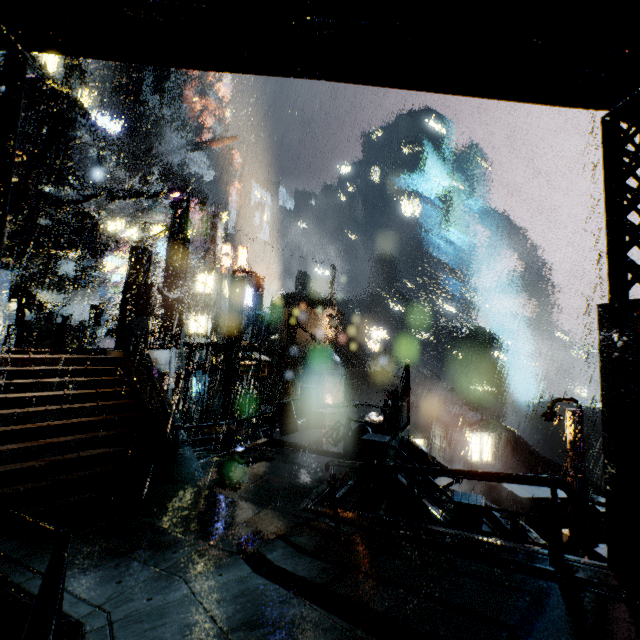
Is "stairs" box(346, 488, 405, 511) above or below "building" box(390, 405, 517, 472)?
above

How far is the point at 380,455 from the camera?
11.0m

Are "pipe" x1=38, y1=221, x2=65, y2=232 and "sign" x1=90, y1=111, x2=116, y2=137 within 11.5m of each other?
no

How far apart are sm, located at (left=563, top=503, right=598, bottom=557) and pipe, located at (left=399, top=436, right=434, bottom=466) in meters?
5.0 m

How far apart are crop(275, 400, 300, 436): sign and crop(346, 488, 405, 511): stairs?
4.6m

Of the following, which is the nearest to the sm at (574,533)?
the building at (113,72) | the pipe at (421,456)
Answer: the building at (113,72)

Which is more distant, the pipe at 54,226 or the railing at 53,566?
the pipe at 54,226

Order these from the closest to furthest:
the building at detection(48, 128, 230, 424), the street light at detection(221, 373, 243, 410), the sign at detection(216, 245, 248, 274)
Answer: the building at detection(48, 128, 230, 424) → the street light at detection(221, 373, 243, 410) → the sign at detection(216, 245, 248, 274)
